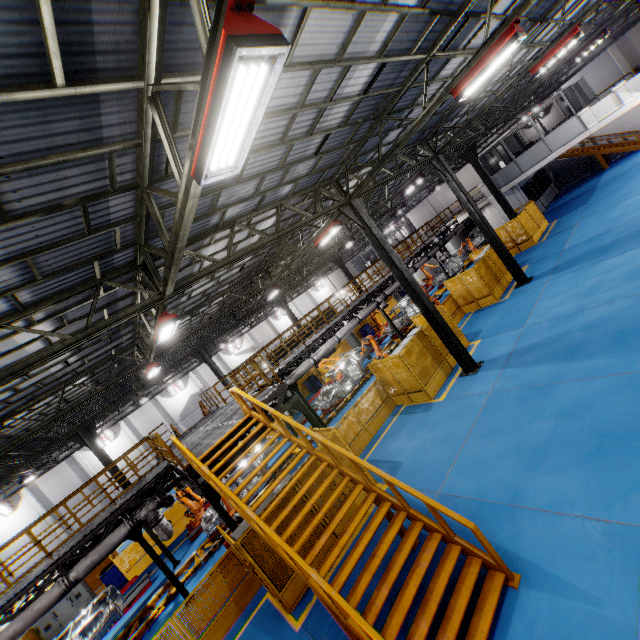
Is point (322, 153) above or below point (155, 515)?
above

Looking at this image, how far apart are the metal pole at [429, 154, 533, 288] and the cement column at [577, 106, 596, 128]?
11.0m

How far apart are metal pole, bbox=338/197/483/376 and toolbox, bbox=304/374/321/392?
14.3 meters

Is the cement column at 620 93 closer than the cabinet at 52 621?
No

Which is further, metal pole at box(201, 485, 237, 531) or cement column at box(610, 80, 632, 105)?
cement column at box(610, 80, 632, 105)

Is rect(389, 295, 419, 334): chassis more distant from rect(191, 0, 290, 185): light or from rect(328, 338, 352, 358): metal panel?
rect(191, 0, 290, 185): light

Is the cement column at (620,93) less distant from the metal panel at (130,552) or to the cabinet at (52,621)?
the metal panel at (130,552)

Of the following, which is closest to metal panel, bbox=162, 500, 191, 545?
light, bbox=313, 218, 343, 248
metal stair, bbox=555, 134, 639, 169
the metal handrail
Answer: the metal handrail
